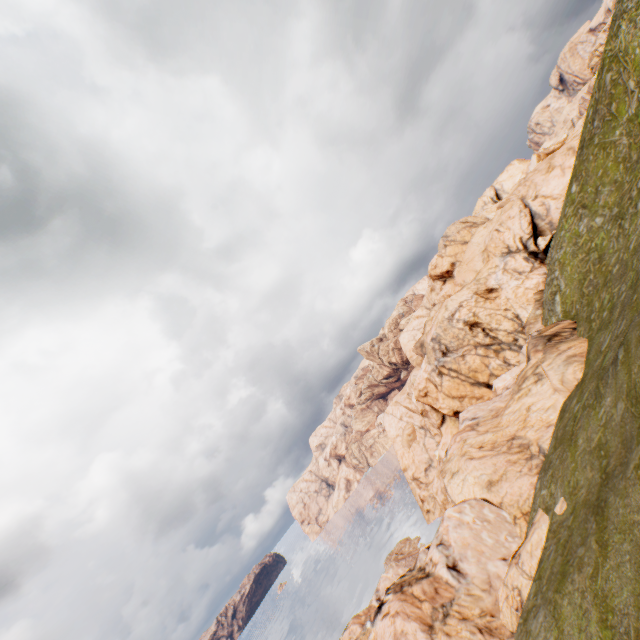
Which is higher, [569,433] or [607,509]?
[607,509]
